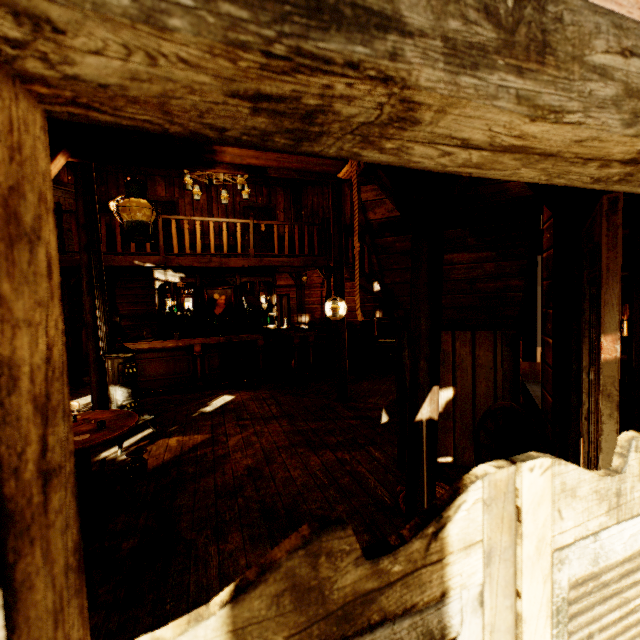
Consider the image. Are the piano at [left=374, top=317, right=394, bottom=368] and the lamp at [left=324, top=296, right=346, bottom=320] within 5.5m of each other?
yes

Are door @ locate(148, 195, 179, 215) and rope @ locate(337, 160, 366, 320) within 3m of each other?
no

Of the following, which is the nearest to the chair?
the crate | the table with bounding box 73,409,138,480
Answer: the table with bounding box 73,409,138,480

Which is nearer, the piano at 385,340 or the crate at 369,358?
the piano at 385,340

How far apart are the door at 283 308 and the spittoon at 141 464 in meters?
7.5 m

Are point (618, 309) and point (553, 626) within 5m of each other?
yes

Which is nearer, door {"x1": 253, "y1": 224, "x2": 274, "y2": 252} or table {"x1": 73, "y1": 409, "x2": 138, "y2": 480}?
table {"x1": 73, "y1": 409, "x2": 138, "y2": 480}

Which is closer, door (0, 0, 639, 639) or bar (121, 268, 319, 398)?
door (0, 0, 639, 639)
